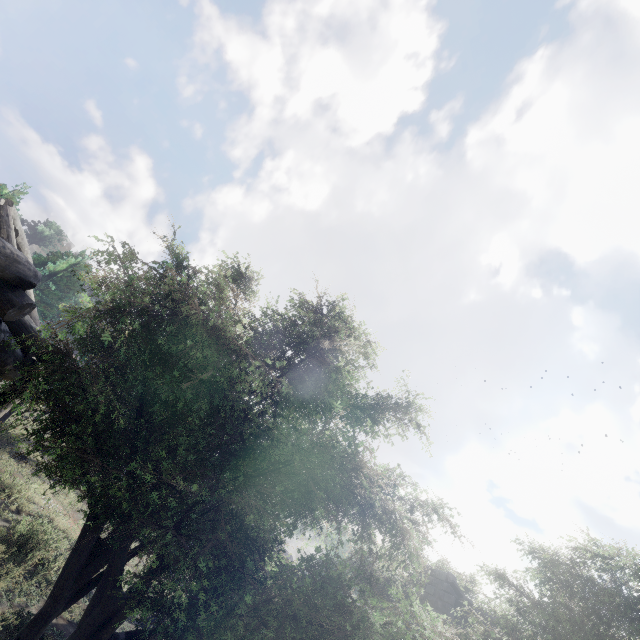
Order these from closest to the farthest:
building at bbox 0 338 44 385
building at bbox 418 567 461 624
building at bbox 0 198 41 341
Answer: building at bbox 0 198 41 341 < building at bbox 0 338 44 385 < building at bbox 418 567 461 624

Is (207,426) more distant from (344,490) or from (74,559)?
(74,559)

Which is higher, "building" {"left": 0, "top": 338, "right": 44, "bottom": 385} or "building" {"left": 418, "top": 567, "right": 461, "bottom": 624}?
"building" {"left": 418, "top": 567, "right": 461, "bottom": 624}

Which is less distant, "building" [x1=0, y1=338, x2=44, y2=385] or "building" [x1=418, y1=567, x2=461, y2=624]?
"building" [x1=0, y1=338, x2=44, y2=385]

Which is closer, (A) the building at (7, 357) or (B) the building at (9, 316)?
(B) the building at (9, 316)

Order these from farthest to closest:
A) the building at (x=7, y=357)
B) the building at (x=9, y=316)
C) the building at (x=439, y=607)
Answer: the building at (x=439, y=607)
the building at (x=7, y=357)
the building at (x=9, y=316)

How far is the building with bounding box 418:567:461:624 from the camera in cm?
1554
